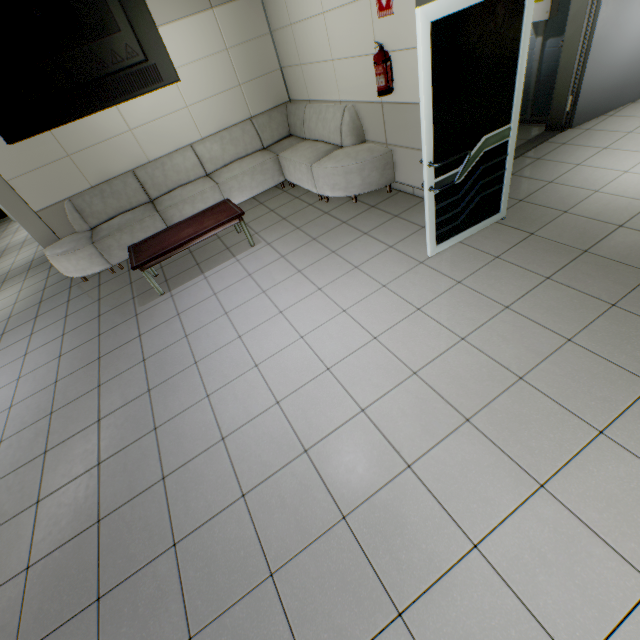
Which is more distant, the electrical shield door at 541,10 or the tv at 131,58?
the electrical shield door at 541,10

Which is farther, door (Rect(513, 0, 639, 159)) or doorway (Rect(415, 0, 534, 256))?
door (Rect(513, 0, 639, 159))

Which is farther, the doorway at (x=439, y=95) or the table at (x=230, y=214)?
the table at (x=230, y=214)

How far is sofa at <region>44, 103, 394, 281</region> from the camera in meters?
4.6

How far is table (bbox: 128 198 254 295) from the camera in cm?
412

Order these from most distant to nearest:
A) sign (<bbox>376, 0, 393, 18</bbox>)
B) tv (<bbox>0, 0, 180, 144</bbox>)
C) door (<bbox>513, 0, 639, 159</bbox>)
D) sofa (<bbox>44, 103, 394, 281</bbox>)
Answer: sofa (<bbox>44, 103, 394, 281</bbox>) < door (<bbox>513, 0, 639, 159</bbox>) < sign (<bbox>376, 0, 393, 18</bbox>) < tv (<bbox>0, 0, 180, 144</bbox>)

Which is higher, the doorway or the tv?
the tv

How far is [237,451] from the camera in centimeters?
240cm
